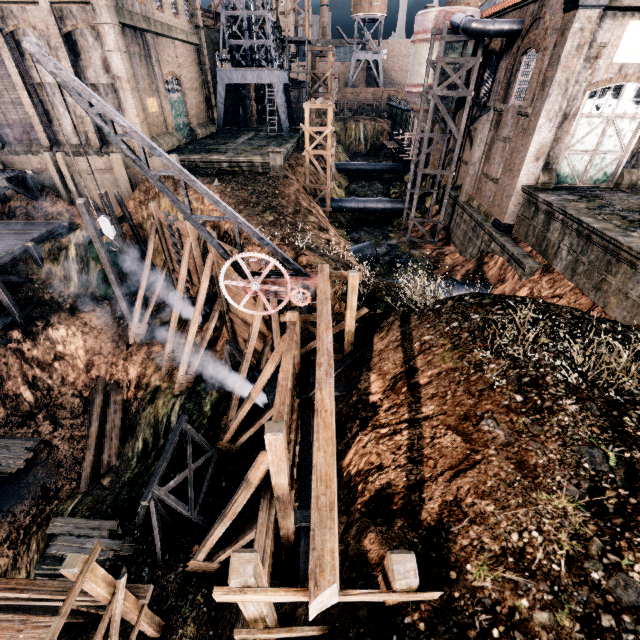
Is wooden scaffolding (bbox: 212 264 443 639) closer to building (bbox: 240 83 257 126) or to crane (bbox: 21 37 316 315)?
crane (bbox: 21 37 316 315)

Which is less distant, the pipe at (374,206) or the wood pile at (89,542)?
the wood pile at (89,542)

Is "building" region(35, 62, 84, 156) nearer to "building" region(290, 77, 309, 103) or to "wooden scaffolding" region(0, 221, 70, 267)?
"building" region(290, 77, 309, 103)

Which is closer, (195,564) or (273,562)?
(273,562)

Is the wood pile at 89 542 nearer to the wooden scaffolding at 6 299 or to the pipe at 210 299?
the pipe at 210 299

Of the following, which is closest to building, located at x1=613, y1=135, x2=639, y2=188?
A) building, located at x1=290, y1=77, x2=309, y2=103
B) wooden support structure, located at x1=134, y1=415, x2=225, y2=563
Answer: building, located at x1=290, y1=77, x2=309, y2=103

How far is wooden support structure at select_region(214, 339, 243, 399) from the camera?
17.6 meters

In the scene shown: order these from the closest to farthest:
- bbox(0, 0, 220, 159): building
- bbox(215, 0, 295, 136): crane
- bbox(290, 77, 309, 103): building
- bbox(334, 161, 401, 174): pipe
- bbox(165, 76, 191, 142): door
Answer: bbox(0, 0, 220, 159): building < bbox(165, 76, 191, 142): door < bbox(215, 0, 295, 136): crane < bbox(290, 77, 309, 103): building < bbox(334, 161, 401, 174): pipe
